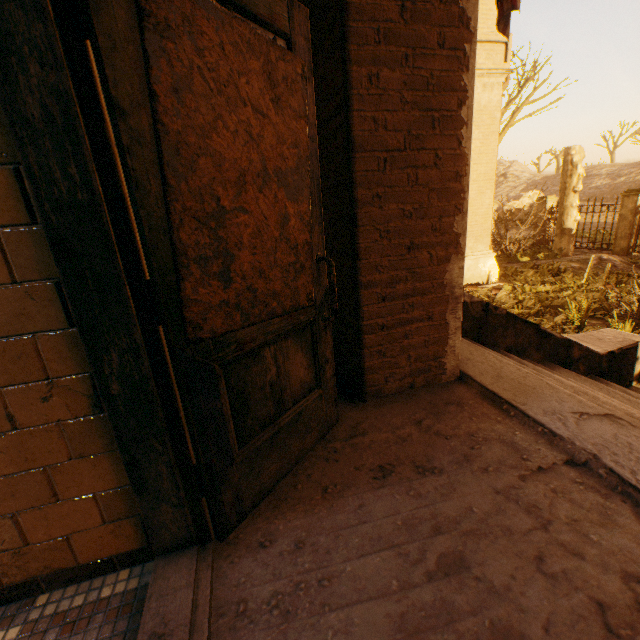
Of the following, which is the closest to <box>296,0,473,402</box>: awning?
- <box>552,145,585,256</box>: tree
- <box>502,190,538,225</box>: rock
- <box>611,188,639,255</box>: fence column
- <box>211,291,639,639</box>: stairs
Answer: <box>211,291,639,639</box>: stairs

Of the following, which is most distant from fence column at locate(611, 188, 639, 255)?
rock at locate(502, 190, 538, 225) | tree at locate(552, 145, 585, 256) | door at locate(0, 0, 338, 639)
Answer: tree at locate(552, 145, 585, 256)

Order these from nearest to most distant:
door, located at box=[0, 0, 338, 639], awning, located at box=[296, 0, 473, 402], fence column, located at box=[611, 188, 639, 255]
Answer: door, located at box=[0, 0, 338, 639] → awning, located at box=[296, 0, 473, 402] → fence column, located at box=[611, 188, 639, 255]

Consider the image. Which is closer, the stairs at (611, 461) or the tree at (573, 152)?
the stairs at (611, 461)

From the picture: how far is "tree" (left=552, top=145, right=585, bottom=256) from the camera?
13.1 meters

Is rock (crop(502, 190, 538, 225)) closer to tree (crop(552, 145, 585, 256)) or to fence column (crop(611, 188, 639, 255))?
fence column (crop(611, 188, 639, 255))

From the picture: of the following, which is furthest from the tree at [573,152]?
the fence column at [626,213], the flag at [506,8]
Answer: the fence column at [626,213]

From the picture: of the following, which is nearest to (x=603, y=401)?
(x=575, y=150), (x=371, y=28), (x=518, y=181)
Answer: (x=371, y=28)
